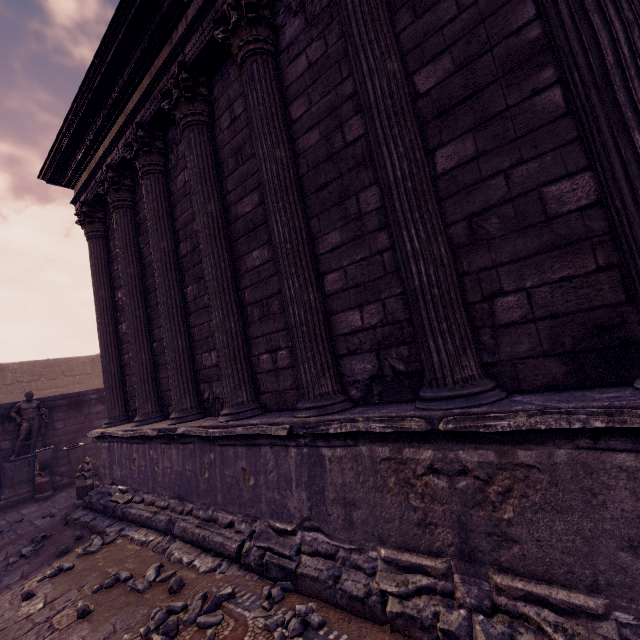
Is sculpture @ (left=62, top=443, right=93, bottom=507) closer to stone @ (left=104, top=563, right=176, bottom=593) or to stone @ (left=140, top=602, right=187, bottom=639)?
stone @ (left=104, top=563, right=176, bottom=593)

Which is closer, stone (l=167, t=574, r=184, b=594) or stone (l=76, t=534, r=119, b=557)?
stone (l=167, t=574, r=184, b=594)

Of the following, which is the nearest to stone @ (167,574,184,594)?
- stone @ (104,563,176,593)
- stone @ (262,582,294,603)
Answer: stone @ (104,563,176,593)

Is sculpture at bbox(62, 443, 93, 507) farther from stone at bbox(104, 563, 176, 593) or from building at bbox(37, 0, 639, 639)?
stone at bbox(104, 563, 176, 593)

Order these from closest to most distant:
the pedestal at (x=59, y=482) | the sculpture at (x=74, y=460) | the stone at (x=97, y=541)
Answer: the stone at (x=97, y=541) < the sculpture at (x=74, y=460) < the pedestal at (x=59, y=482)

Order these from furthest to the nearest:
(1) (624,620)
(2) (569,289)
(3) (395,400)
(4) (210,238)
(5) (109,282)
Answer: (5) (109,282) → (4) (210,238) → (3) (395,400) → (2) (569,289) → (1) (624,620)

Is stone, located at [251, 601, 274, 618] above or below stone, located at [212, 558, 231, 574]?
above

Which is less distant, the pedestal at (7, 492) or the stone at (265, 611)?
the stone at (265, 611)
